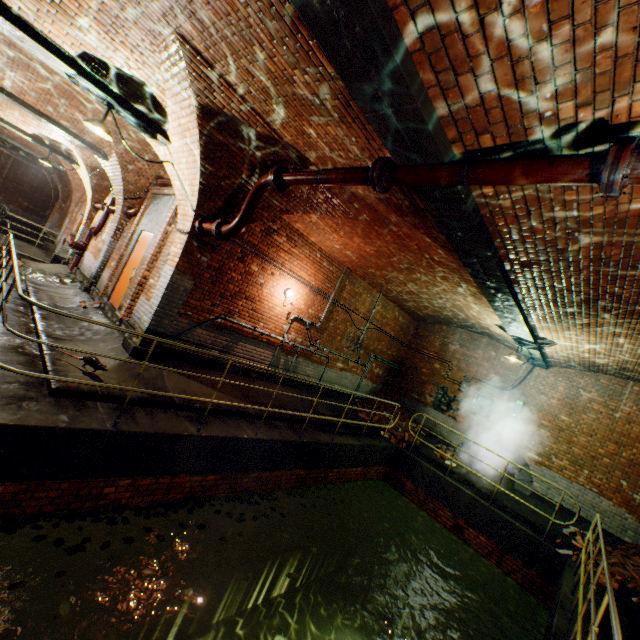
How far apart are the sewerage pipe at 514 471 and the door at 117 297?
11.24m

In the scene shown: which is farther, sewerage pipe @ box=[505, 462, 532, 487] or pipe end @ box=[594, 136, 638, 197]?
sewerage pipe @ box=[505, 462, 532, 487]

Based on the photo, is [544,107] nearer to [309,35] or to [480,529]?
[309,35]

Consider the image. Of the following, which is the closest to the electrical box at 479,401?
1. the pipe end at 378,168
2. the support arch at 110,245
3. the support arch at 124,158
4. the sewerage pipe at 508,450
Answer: the sewerage pipe at 508,450

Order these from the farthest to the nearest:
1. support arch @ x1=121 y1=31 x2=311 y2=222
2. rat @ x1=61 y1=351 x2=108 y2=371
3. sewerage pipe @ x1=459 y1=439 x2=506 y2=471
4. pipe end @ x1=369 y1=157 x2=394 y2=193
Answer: sewerage pipe @ x1=459 y1=439 x2=506 y2=471 → rat @ x1=61 y1=351 x2=108 y2=371 → support arch @ x1=121 y1=31 x2=311 y2=222 → pipe end @ x1=369 y1=157 x2=394 y2=193

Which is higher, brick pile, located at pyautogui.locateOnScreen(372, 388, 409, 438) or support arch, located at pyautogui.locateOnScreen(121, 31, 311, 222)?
support arch, located at pyautogui.locateOnScreen(121, 31, 311, 222)

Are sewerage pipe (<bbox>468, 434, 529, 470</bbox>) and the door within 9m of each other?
no

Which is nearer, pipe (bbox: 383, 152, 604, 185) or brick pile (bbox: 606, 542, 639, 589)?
pipe (bbox: 383, 152, 604, 185)
